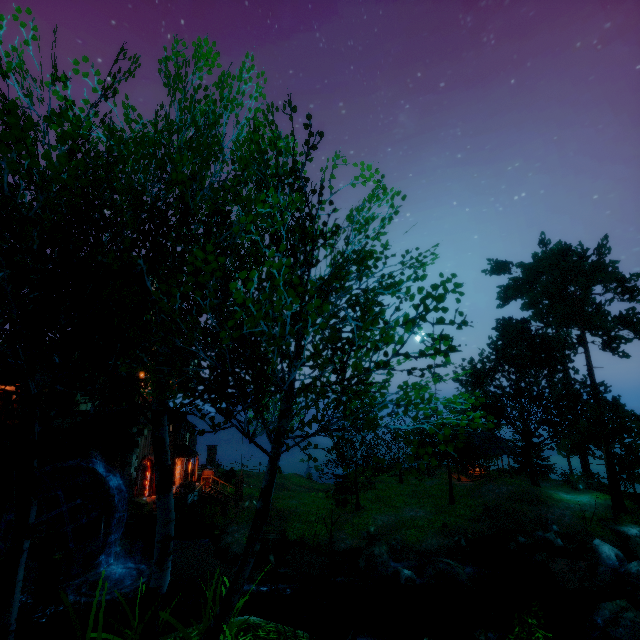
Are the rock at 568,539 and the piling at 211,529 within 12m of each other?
no

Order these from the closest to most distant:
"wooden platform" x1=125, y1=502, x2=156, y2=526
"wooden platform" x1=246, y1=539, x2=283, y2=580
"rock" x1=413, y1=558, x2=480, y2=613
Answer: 1. "rock" x1=413, y1=558, x2=480, y2=613
2. "wooden platform" x1=246, y1=539, x2=283, y2=580
3. "wooden platform" x1=125, y1=502, x2=156, y2=526

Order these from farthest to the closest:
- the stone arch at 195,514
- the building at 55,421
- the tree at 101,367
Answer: the stone arch at 195,514
the building at 55,421
the tree at 101,367

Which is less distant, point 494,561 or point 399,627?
point 399,627

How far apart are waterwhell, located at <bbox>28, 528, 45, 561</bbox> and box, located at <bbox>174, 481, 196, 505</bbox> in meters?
7.3 m

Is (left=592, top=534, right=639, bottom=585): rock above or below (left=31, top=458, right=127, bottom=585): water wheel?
below

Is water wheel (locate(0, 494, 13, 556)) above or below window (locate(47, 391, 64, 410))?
below

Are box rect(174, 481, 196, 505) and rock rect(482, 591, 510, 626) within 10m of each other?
no
